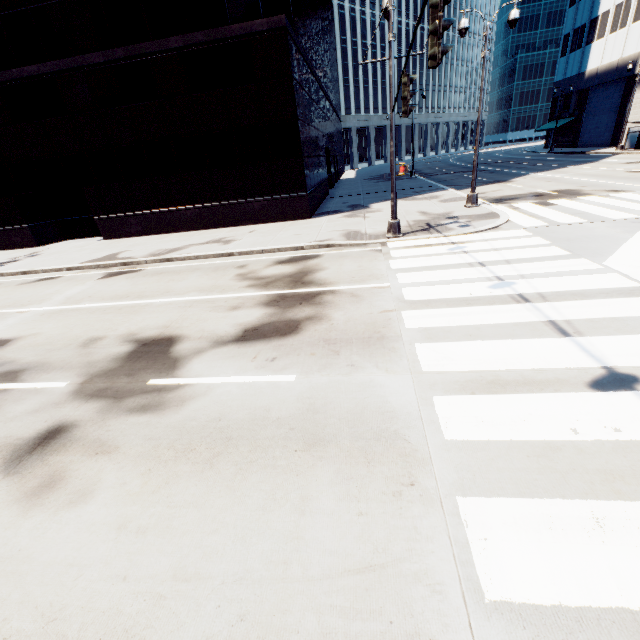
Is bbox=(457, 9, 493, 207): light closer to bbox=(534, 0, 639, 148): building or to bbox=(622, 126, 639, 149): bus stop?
bbox=(534, 0, 639, 148): building

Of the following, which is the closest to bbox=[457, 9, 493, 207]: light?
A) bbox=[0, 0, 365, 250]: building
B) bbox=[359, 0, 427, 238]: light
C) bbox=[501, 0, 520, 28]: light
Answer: bbox=[501, 0, 520, 28]: light

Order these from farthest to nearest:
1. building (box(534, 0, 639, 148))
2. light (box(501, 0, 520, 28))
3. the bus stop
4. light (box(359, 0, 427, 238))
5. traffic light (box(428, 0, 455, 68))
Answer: building (box(534, 0, 639, 148)), the bus stop, light (box(501, 0, 520, 28)), light (box(359, 0, 427, 238)), traffic light (box(428, 0, 455, 68))

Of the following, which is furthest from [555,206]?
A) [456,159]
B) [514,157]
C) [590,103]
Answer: [456,159]

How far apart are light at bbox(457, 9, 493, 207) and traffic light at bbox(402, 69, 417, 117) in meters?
8.6

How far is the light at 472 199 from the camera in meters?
12.7

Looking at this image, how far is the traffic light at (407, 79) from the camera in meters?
7.5 m

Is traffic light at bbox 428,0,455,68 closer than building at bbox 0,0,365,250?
Yes
